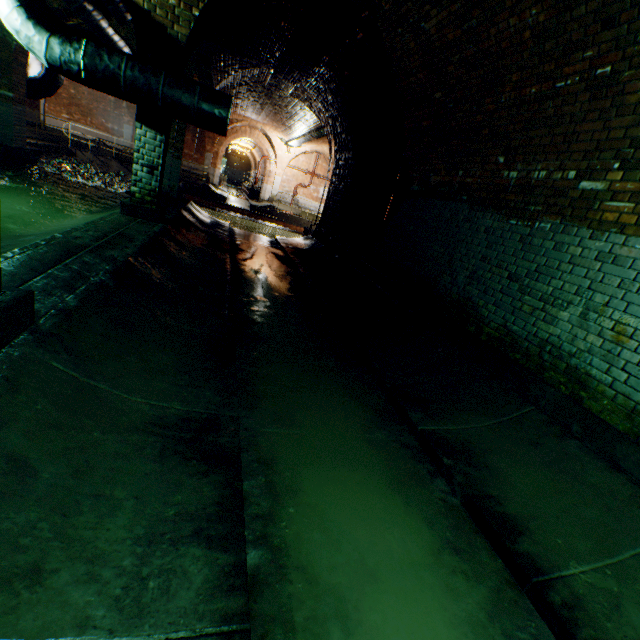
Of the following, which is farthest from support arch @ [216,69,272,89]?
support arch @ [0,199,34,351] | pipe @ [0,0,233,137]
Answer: support arch @ [0,199,34,351]

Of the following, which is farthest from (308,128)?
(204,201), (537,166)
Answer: (537,166)

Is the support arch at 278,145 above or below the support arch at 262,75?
below

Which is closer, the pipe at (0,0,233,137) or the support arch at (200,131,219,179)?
the pipe at (0,0,233,137)

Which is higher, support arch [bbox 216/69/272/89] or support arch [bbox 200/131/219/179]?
support arch [bbox 216/69/272/89]

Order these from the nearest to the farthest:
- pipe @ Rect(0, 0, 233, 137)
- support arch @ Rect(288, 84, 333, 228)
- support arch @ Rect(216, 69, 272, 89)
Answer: pipe @ Rect(0, 0, 233, 137)
support arch @ Rect(216, 69, 272, 89)
support arch @ Rect(288, 84, 333, 228)

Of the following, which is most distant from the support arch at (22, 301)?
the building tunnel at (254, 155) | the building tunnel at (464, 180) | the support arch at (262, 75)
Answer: the building tunnel at (254, 155)

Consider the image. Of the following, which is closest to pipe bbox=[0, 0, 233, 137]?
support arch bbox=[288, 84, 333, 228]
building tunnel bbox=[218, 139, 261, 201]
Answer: support arch bbox=[288, 84, 333, 228]
